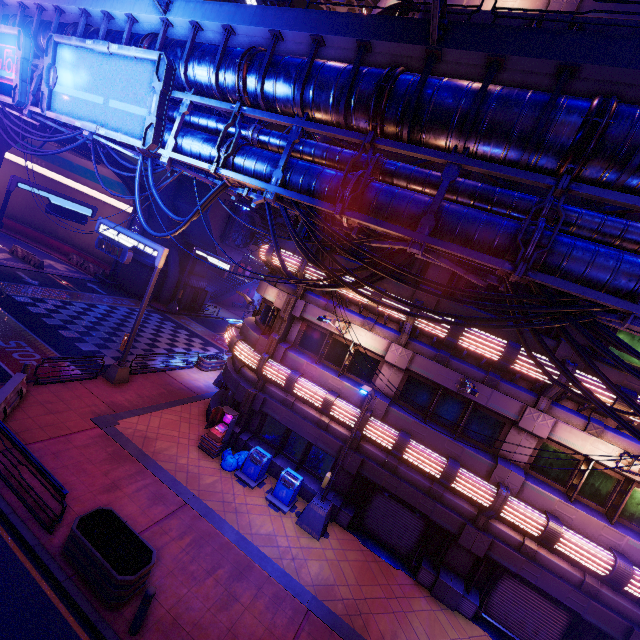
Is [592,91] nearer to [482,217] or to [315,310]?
[482,217]

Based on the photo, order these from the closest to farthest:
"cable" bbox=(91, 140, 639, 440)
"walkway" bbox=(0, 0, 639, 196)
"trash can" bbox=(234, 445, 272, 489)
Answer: "walkway" bbox=(0, 0, 639, 196) < "cable" bbox=(91, 140, 639, 440) < "trash can" bbox=(234, 445, 272, 489)

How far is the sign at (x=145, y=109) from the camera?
11.1 meters

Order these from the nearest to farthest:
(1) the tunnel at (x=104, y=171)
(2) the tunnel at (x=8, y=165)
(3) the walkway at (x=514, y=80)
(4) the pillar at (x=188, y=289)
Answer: (3) the walkway at (x=514, y=80)
(1) the tunnel at (x=104, y=171)
(4) the pillar at (x=188, y=289)
(2) the tunnel at (x=8, y=165)

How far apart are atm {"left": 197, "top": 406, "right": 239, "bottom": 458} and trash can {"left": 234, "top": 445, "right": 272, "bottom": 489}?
1.1 meters

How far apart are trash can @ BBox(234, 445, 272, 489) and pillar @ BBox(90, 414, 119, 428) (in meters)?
5.16

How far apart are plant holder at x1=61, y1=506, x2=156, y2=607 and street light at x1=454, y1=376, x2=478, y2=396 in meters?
9.1 m

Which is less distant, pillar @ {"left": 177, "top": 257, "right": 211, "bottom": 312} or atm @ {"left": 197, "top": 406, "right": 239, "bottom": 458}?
atm @ {"left": 197, "top": 406, "right": 239, "bottom": 458}
